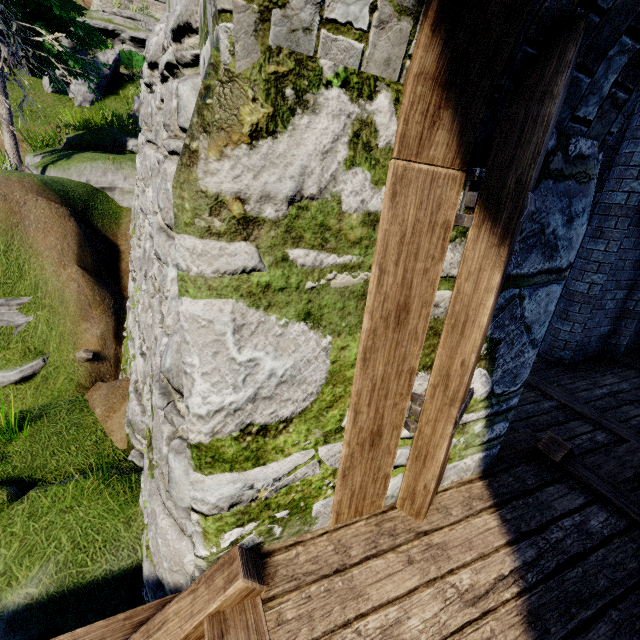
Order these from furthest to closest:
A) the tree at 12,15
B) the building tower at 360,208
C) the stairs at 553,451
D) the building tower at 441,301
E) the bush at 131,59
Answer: the bush at 131,59 → the tree at 12,15 → the stairs at 553,451 → the building tower at 441,301 → the building tower at 360,208

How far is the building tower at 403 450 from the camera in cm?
206

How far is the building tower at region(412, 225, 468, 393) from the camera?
1.6 meters

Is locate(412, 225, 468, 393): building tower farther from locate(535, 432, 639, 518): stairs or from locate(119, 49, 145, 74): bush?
locate(119, 49, 145, 74): bush

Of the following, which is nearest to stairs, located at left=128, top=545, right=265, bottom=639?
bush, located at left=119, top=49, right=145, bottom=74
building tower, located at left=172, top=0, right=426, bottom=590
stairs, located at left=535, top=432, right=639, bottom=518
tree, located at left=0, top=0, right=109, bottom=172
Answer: building tower, located at left=172, top=0, right=426, bottom=590

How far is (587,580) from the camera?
1.9m

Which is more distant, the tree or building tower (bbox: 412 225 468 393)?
the tree

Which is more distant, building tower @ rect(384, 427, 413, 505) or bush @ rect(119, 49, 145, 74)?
bush @ rect(119, 49, 145, 74)
